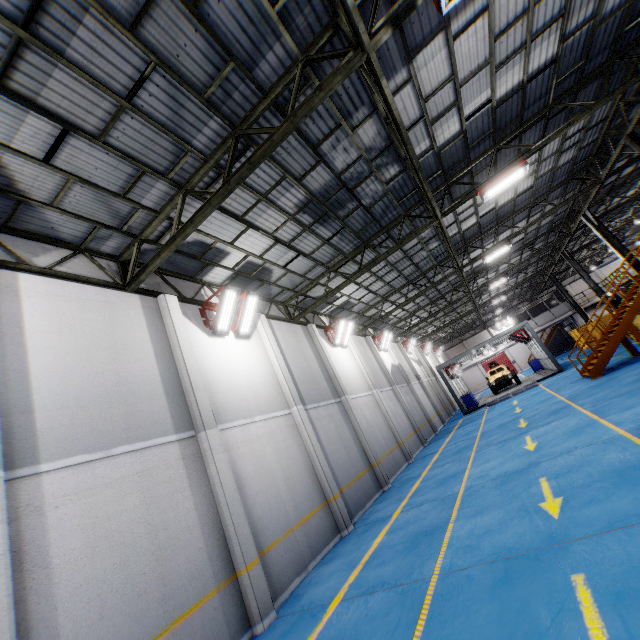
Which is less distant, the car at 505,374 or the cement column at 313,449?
the cement column at 313,449

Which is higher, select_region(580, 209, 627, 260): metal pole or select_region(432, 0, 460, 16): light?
select_region(432, 0, 460, 16): light

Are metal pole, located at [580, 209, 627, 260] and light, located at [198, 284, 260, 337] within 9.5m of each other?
no

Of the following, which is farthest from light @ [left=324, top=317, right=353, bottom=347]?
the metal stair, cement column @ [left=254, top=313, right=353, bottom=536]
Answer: the metal stair

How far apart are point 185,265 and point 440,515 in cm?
989

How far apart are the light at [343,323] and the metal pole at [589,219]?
15.7 meters

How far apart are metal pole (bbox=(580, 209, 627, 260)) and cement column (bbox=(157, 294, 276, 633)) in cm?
2276

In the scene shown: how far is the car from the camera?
27.75m
